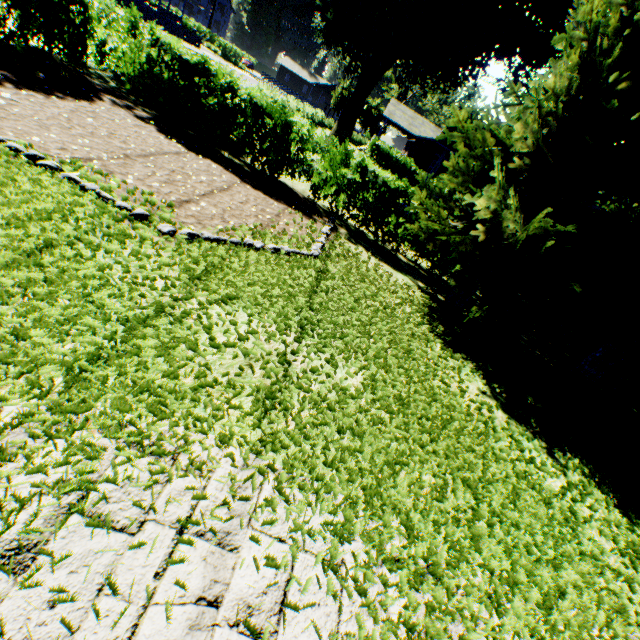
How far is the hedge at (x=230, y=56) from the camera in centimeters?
5241cm

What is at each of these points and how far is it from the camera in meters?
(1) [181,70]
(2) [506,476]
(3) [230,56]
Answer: (1) hedge, 8.2
(2) plant, 4.0
(3) hedge, 53.0

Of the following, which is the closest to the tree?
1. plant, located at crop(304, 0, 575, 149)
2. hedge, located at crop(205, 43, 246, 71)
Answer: plant, located at crop(304, 0, 575, 149)

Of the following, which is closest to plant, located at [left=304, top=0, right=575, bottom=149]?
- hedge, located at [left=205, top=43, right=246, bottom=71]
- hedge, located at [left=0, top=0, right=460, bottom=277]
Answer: hedge, located at [left=0, top=0, right=460, bottom=277]

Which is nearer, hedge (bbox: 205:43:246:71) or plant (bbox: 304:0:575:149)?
plant (bbox: 304:0:575:149)

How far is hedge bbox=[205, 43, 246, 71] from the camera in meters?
52.4 m

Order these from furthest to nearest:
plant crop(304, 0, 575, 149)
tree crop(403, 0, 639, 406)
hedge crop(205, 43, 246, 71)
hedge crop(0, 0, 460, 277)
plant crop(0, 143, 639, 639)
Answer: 1. hedge crop(205, 43, 246, 71)
2. plant crop(304, 0, 575, 149)
3. hedge crop(0, 0, 460, 277)
4. tree crop(403, 0, 639, 406)
5. plant crop(0, 143, 639, 639)

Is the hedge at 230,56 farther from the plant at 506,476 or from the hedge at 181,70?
the hedge at 181,70
